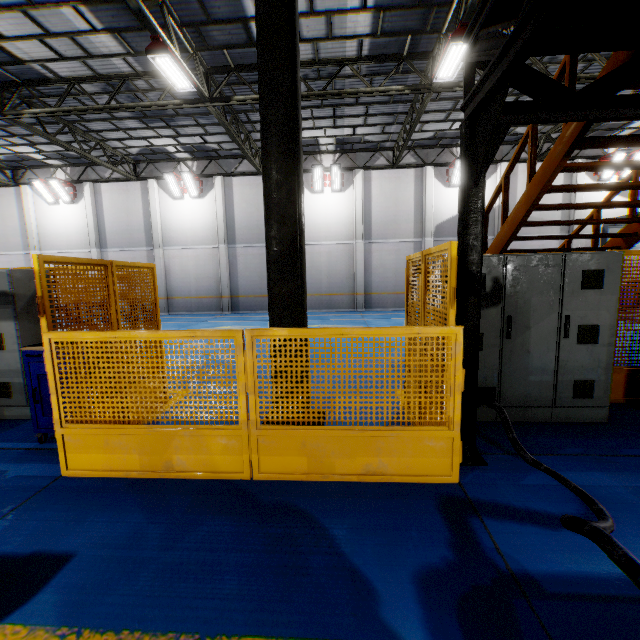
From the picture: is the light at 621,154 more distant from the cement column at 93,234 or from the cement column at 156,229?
the cement column at 93,234

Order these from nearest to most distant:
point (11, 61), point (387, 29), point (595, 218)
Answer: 1. point (595, 218)
2. point (387, 29)
3. point (11, 61)

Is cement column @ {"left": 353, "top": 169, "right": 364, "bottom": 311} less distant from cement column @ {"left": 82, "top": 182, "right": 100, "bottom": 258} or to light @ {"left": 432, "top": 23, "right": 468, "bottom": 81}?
light @ {"left": 432, "top": 23, "right": 468, "bottom": 81}

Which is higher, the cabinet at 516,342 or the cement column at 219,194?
the cement column at 219,194

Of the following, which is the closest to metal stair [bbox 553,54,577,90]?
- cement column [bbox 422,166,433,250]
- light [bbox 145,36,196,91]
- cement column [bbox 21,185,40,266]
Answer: light [bbox 145,36,196,91]

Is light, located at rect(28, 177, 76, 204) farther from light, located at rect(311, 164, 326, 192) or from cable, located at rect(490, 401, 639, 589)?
cable, located at rect(490, 401, 639, 589)

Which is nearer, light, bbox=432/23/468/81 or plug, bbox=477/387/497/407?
plug, bbox=477/387/497/407

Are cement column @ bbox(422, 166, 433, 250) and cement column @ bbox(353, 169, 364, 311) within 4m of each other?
yes
